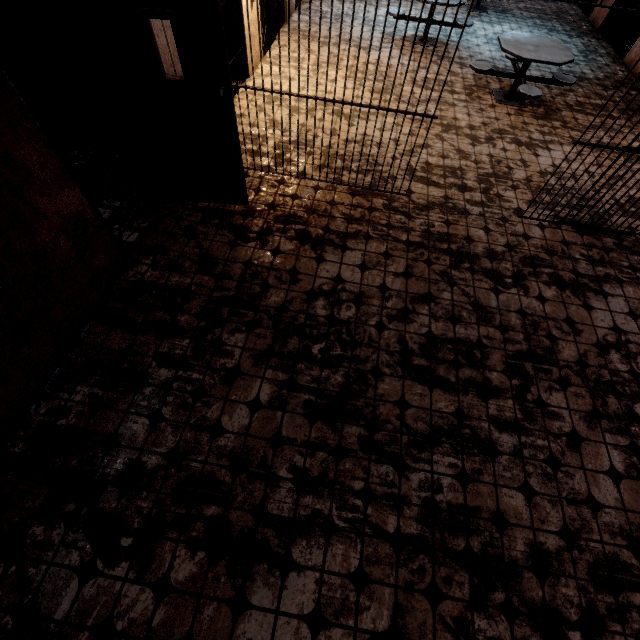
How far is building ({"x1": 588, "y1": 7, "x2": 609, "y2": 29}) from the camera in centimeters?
860cm

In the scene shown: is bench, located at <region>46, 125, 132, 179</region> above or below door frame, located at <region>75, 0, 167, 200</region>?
below

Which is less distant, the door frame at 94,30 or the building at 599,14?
the door frame at 94,30

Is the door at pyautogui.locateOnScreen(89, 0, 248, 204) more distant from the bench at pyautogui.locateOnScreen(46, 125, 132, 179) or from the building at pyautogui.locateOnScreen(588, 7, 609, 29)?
the building at pyautogui.locateOnScreen(588, 7, 609, 29)

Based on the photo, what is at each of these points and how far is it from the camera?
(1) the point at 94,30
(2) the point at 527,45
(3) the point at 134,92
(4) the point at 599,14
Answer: (1) door frame, 2.6m
(2) table, 5.5m
(3) door, 3.0m
(4) building, 8.8m

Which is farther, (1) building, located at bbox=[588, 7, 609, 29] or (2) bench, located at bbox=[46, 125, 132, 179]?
(1) building, located at bbox=[588, 7, 609, 29]

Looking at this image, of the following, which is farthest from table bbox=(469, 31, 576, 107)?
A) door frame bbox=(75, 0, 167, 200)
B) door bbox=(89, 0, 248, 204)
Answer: door frame bbox=(75, 0, 167, 200)

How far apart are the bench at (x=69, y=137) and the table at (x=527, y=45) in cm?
596
